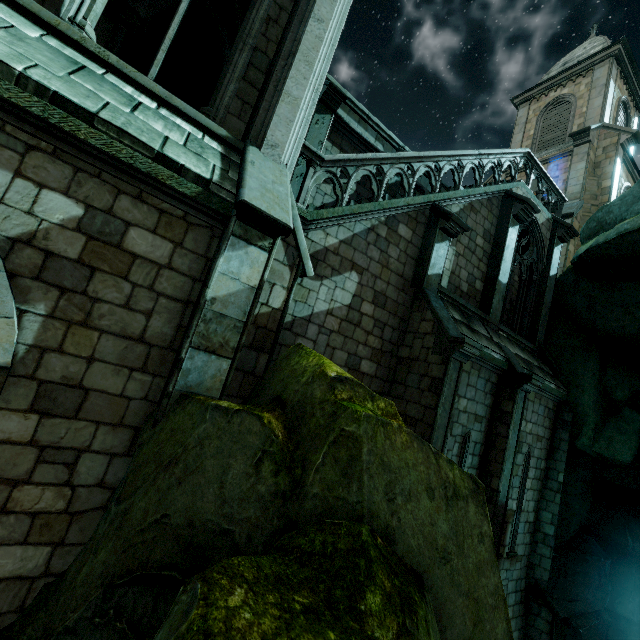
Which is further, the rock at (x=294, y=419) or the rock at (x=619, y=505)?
the rock at (x=619, y=505)

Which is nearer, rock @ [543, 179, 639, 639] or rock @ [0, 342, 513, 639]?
rock @ [0, 342, 513, 639]

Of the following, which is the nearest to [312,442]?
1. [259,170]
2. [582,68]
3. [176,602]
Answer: [176,602]

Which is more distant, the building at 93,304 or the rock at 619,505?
the rock at 619,505

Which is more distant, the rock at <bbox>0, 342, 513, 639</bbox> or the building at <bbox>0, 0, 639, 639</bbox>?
the building at <bbox>0, 0, 639, 639</bbox>

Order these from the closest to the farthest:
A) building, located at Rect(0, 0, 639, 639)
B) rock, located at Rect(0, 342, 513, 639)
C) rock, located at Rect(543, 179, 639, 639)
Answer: rock, located at Rect(0, 342, 513, 639) < building, located at Rect(0, 0, 639, 639) < rock, located at Rect(543, 179, 639, 639)
